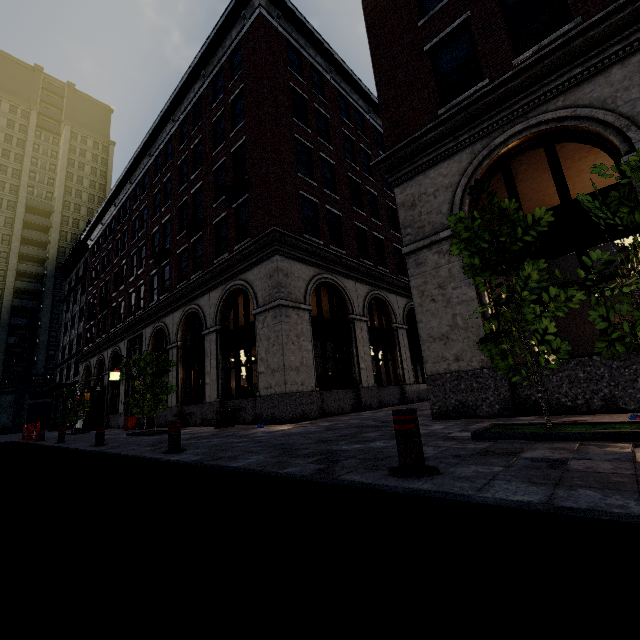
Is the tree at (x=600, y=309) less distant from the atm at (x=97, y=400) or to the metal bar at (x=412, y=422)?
the metal bar at (x=412, y=422)

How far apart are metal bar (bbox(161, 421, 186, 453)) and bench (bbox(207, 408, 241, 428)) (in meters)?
5.31

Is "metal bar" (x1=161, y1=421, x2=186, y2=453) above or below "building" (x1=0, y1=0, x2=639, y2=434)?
below

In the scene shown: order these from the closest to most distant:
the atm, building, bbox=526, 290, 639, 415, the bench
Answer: building, bbox=526, 290, 639, 415 → the bench → the atm

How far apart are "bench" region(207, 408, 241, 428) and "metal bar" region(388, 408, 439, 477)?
9.6m

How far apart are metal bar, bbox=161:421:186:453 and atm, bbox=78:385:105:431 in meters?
22.3

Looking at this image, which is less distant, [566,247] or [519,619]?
[519,619]

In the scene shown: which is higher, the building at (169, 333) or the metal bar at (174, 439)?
the building at (169, 333)
